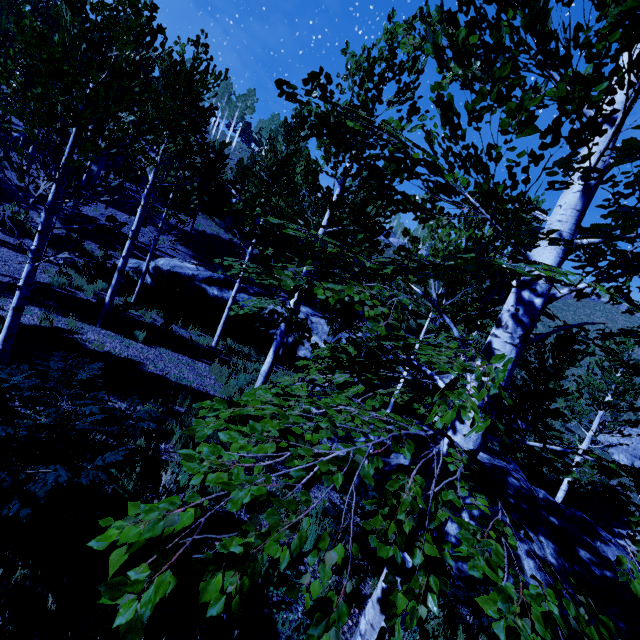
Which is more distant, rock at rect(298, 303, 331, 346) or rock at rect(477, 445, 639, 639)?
rock at rect(298, 303, 331, 346)

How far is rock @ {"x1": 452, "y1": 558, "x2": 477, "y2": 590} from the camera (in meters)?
6.28

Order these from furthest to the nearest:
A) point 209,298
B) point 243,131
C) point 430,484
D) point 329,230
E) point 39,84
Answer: point 243,131
point 209,298
point 329,230
point 39,84
point 430,484

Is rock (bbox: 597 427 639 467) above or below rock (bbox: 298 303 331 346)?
below

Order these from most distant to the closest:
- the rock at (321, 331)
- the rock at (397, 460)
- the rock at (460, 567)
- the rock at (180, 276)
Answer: the rock at (321, 331) → the rock at (180, 276) → the rock at (397, 460) → the rock at (460, 567)

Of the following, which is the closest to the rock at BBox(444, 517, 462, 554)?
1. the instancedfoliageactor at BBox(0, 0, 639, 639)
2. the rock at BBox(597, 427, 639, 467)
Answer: the instancedfoliageactor at BBox(0, 0, 639, 639)

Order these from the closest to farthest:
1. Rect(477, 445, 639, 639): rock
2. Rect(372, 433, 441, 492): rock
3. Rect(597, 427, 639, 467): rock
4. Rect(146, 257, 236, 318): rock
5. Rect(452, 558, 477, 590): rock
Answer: Rect(452, 558, 477, 590): rock < Rect(477, 445, 639, 639): rock < Rect(372, 433, 441, 492): rock < Rect(146, 257, 236, 318): rock < Rect(597, 427, 639, 467): rock

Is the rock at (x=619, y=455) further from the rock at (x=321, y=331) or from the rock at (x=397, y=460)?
the rock at (x=397, y=460)
